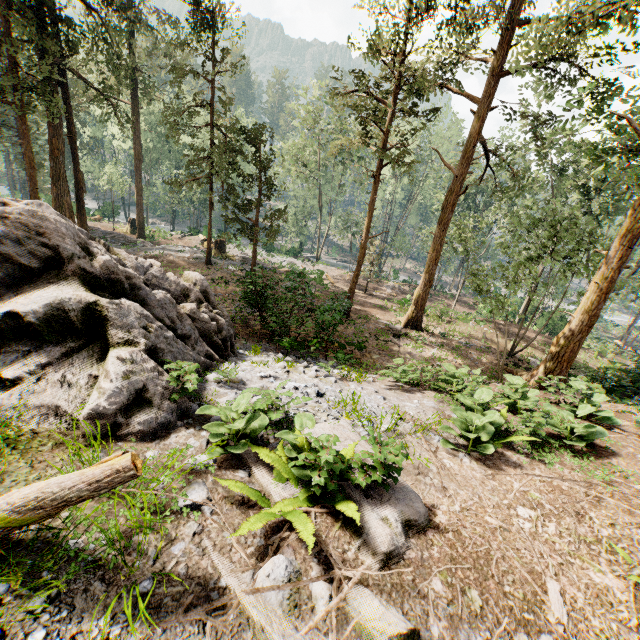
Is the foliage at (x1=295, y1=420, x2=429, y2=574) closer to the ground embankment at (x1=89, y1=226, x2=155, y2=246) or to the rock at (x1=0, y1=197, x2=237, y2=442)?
the ground embankment at (x1=89, y1=226, x2=155, y2=246)

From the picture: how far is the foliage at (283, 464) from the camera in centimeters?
359cm

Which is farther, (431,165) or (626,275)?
(431,165)

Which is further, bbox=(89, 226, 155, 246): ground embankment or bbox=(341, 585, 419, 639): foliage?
bbox=(89, 226, 155, 246): ground embankment

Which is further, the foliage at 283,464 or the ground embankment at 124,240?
the ground embankment at 124,240

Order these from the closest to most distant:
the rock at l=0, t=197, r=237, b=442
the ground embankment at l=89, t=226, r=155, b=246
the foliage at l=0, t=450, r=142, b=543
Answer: the foliage at l=0, t=450, r=142, b=543
the rock at l=0, t=197, r=237, b=442
the ground embankment at l=89, t=226, r=155, b=246
